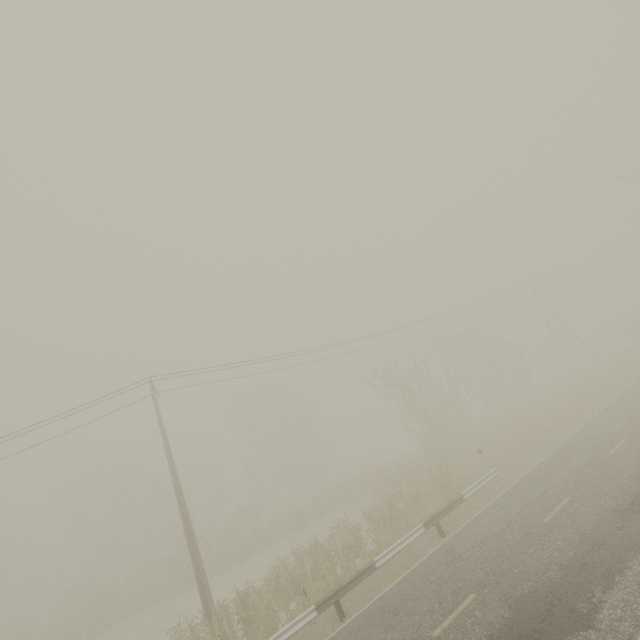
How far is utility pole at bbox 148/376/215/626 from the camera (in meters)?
14.38

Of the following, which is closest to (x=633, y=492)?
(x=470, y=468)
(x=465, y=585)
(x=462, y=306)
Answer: (x=465, y=585)

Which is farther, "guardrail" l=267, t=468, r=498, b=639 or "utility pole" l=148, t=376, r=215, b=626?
"utility pole" l=148, t=376, r=215, b=626

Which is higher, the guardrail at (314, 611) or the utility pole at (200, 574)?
the utility pole at (200, 574)

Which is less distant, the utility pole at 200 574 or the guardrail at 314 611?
the guardrail at 314 611

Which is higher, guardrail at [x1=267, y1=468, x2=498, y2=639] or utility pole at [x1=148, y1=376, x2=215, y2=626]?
utility pole at [x1=148, y1=376, x2=215, y2=626]
